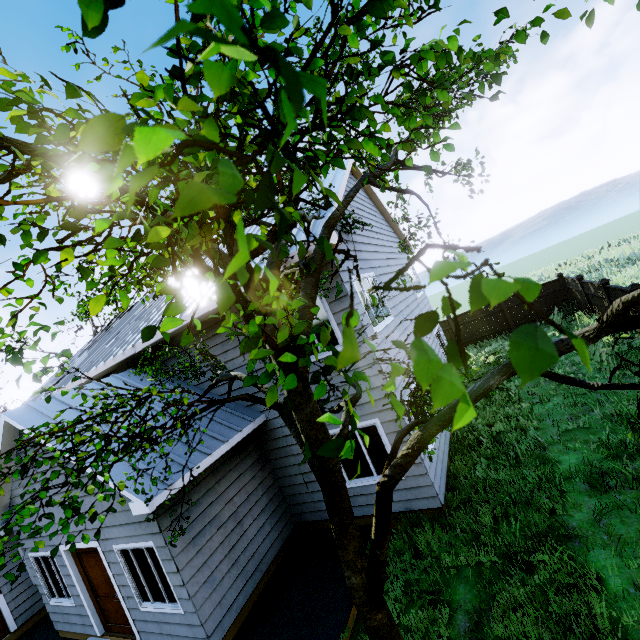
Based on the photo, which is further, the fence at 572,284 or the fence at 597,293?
the fence at 572,284

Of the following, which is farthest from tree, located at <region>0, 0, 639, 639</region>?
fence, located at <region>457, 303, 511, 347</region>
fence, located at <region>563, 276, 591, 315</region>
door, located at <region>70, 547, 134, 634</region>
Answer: fence, located at <region>457, 303, 511, 347</region>

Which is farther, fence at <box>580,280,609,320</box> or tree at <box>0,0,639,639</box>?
fence at <box>580,280,609,320</box>

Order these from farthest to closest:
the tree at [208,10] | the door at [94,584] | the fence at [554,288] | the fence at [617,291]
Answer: the fence at [554,288] → the fence at [617,291] → the door at [94,584] → the tree at [208,10]

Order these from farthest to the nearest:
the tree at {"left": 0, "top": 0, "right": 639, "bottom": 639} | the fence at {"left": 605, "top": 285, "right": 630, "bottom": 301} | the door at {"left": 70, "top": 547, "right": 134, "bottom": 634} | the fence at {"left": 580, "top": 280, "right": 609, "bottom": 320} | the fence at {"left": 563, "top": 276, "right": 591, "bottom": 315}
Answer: the fence at {"left": 563, "top": 276, "right": 591, "bottom": 315} → the fence at {"left": 580, "top": 280, "right": 609, "bottom": 320} → the fence at {"left": 605, "top": 285, "right": 630, "bottom": 301} → the door at {"left": 70, "top": 547, "right": 134, "bottom": 634} → the tree at {"left": 0, "top": 0, "right": 639, "bottom": 639}

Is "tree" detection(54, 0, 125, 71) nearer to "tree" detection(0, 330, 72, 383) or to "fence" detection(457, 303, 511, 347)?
"tree" detection(0, 330, 72, 383)

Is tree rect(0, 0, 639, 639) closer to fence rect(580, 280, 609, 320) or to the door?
fence rect(580, 280, 609, 320)

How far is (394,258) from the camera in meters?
12.2
